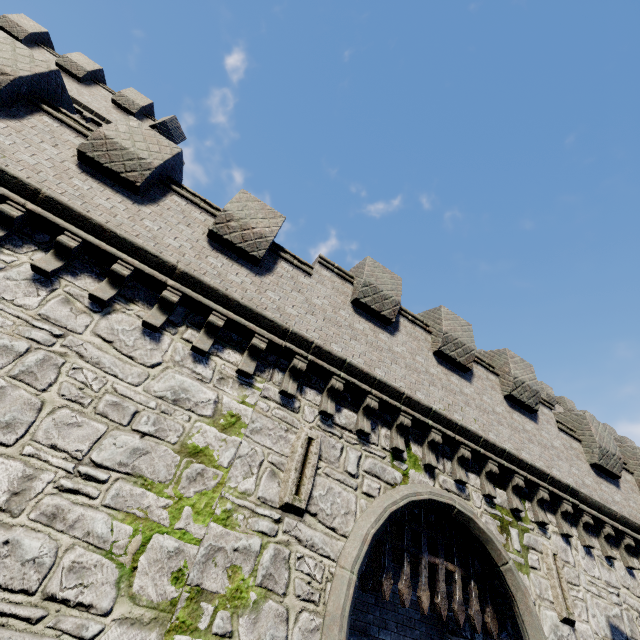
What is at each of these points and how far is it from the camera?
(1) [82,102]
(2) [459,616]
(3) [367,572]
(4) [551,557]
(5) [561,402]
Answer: (1) building tower, 16.6m
(2) gate, 6.8m
(3) gate, 6.4m
(4) window slit, 8.1m
(5) building tower, 29.0m

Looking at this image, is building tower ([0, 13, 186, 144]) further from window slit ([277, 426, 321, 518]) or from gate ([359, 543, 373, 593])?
gate ([359, 543, 373, 593])

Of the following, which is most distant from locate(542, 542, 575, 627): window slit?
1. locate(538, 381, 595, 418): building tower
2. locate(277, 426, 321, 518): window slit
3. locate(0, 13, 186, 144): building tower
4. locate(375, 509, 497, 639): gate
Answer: locate(0, 13, 186, 144): building tower

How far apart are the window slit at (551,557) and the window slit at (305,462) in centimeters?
672cm

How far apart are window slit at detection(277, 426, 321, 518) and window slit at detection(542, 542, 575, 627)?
6.7m

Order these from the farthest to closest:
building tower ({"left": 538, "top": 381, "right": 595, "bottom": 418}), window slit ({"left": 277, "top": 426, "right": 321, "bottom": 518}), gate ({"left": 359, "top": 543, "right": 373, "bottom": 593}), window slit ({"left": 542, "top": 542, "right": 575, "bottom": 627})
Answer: building tower ({"left": 538, "top": 381, "right": 595, "bottom": 418}), window slit ({"left": 542, "top": 542, "right": 575, "bottom": 627}), gate ({"left": 359, "top": 543, "right": 373, "bottom": 593}), window slit ({"left": 277, "top": 426, "right": 321, "bottom": 518})

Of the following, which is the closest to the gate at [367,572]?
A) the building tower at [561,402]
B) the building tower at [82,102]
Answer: the building tower at [82,102]
